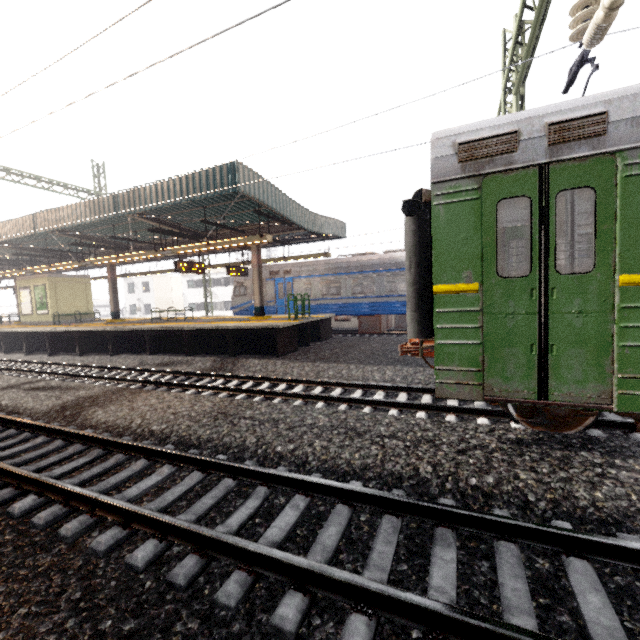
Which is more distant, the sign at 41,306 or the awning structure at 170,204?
the sign at 41,306

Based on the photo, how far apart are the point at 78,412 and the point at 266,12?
7.4 meters

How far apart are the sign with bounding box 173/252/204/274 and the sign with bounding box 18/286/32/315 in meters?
13.3 m

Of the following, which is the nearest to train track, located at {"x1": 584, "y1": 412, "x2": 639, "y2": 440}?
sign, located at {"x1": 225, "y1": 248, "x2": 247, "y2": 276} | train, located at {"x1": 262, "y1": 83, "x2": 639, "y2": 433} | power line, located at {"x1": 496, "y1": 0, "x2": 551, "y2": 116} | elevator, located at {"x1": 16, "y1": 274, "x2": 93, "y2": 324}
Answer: train, located at {"x1": 262, "y1": 83, "x2": 639, "y2": 433}

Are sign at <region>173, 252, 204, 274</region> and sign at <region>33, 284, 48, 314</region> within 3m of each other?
no

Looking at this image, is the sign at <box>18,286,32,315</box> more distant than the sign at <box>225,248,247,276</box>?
Yes

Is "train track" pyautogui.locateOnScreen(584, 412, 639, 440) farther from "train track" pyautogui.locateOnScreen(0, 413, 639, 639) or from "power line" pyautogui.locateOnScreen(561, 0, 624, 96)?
"power line" pyautogui.locateOnScreen(561, 0, 624, 96)

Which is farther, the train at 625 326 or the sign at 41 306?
the sign at 41 306
